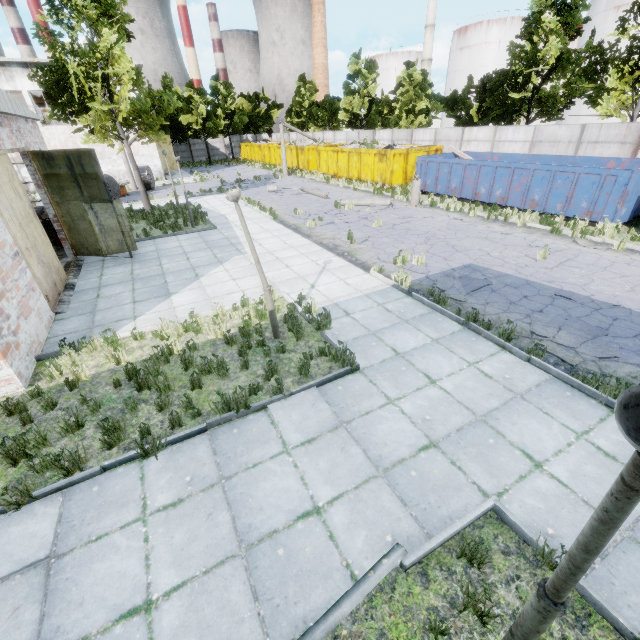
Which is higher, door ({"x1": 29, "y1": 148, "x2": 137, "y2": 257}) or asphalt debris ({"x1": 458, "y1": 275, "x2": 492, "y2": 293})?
door ({"x1": 29, "y1": 148, "x2": 137, "y2": 257})

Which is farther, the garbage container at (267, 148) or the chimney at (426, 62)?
the chimney at (426, 62)

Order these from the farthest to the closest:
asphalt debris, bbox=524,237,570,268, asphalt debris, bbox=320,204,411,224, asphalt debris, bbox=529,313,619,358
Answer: asphalt debris, bbox=320,204,411,224, asphalt debris, bbox=524,237,570,268, asphalt debris, bbox=529,313,619,358

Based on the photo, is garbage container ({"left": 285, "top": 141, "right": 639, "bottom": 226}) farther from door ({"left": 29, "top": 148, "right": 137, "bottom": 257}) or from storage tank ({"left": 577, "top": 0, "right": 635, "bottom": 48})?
storage tank ({"left": 577, "top": 0, "right": 635, "bottom": 48})

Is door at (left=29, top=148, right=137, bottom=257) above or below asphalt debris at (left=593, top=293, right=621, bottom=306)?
above

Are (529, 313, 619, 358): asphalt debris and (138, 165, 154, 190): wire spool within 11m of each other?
no

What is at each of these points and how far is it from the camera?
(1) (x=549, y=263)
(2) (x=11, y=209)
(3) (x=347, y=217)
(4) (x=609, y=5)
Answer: (1) asphalt debris, 10.6m
(2) door, 8.3m
(3) asphalt debris, 17.1m
(4) storage tank, 37.0m

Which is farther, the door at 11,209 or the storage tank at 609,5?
the storage tank at 609,5
